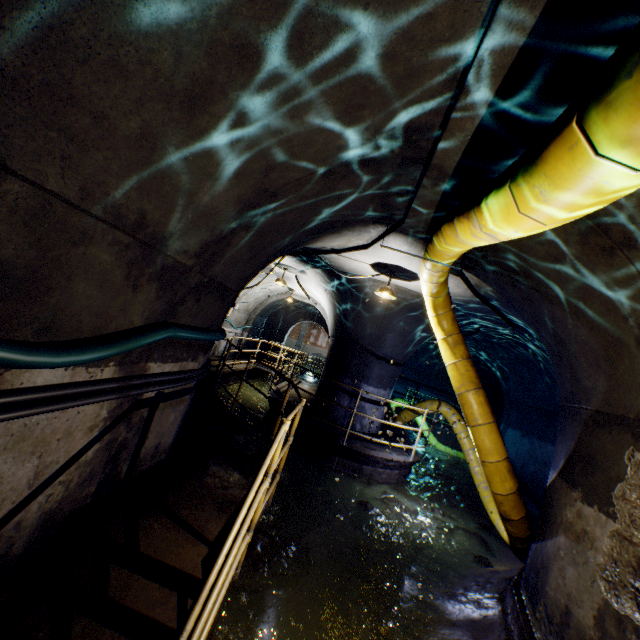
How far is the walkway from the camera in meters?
3.0 m

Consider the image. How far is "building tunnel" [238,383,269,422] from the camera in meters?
10.8 m

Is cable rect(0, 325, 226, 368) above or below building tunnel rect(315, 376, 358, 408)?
above

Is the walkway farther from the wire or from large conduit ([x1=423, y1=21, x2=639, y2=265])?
the wire

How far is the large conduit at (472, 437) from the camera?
4.70m

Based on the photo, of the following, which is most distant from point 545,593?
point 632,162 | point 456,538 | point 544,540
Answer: point 632,162

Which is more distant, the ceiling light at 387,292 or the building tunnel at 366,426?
the building tunnel at 366,426

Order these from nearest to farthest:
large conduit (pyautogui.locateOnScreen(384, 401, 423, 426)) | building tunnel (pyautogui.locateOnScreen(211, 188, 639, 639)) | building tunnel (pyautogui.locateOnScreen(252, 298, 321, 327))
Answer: building tunnel (pyautogui.locateOnScreen(211, 188, 639, 639))
large conduit (pyautogui.locateOnScreen(384, 401, 423, 426))
building tunnel (pyautogui.locateOnScreen(252, 298, 321, 327))
